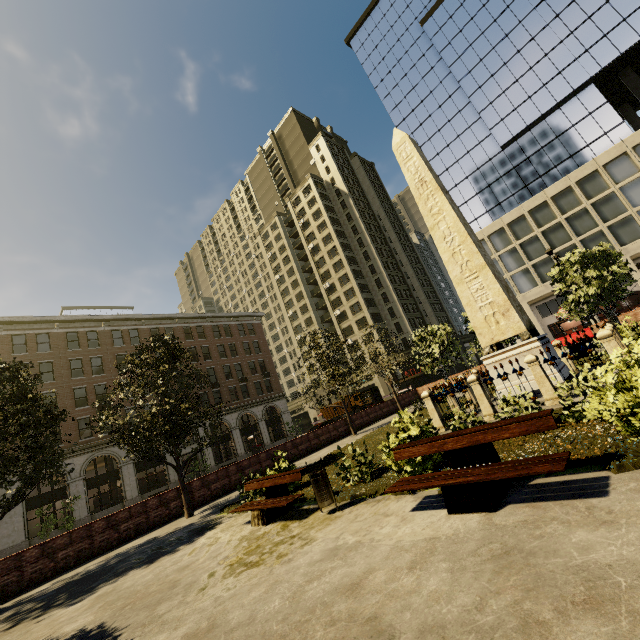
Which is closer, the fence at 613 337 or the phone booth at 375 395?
the fence at 613 337

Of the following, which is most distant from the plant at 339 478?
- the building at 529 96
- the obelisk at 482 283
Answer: the building at 529 96

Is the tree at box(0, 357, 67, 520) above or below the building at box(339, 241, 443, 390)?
below

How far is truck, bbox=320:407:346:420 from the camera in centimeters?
4744cm

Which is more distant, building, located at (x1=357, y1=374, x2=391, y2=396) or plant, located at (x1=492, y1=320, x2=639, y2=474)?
building, located at (x1=357, y1=374, x2=391, y2=396)

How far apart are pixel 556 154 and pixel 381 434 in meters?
42.5

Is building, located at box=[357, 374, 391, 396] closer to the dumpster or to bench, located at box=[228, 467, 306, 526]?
bench, located at box=[228, 467, 306, 526]

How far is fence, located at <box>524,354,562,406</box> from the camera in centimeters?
849cm
